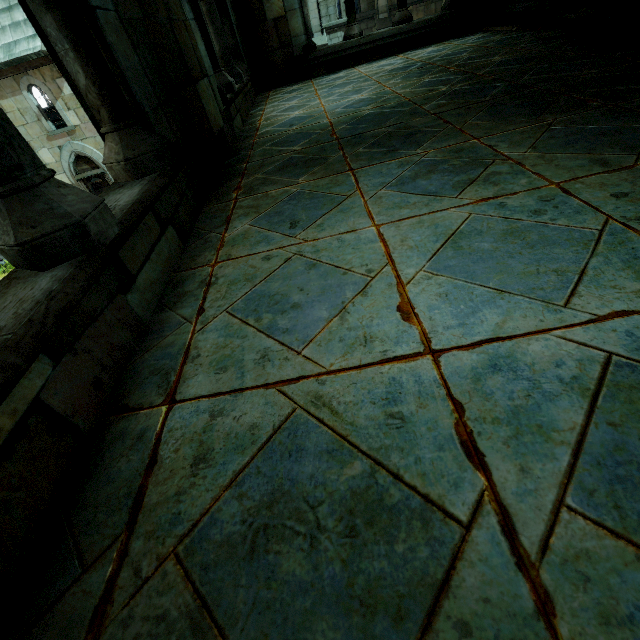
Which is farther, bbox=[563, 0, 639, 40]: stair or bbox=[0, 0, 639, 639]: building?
bbox=[563, 0, 639, 40]: stair

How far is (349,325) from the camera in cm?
115

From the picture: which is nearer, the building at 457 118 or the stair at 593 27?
the building at 457 118
